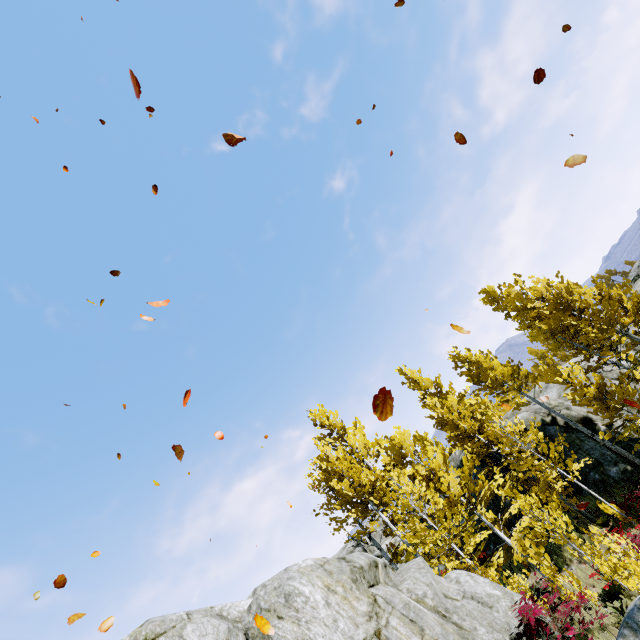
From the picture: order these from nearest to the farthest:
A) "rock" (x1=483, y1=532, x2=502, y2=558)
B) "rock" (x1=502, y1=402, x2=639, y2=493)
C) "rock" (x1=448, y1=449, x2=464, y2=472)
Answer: "rock" (x1=502, y1=402, x2=639, y2=493), "rock" (x1=483, y1=532, x2=502, y2=558), "rock" (x1=448, y1=449, x2=464, y2=472)

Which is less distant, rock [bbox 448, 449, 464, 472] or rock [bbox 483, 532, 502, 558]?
rock [bbox 483, 532, 502, 558]

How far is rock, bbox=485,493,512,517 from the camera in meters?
16.9

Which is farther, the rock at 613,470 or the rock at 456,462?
A: the rock at 456,462

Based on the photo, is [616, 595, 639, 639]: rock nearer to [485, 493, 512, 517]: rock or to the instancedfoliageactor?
the instancedfoliageactor

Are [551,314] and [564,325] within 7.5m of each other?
yes

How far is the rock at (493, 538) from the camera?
17.61m
